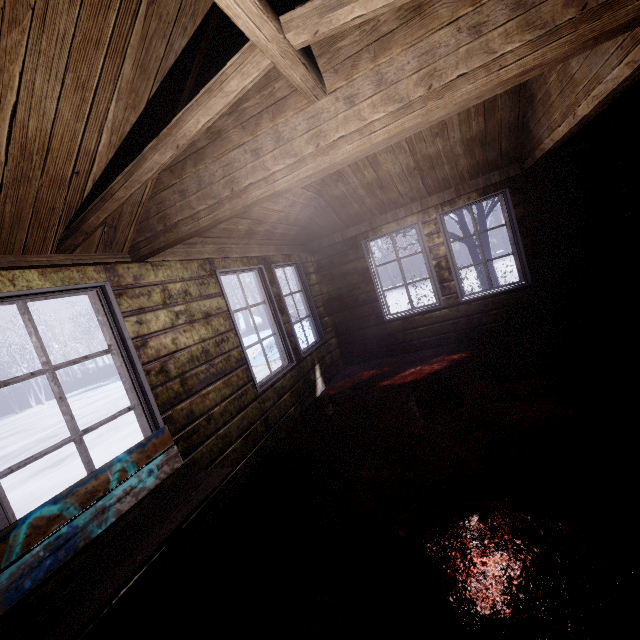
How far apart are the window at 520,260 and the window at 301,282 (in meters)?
2.08

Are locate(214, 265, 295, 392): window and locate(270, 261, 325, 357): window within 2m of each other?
yes

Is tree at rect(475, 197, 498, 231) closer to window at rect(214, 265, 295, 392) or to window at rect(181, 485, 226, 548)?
window at rect(214, 265, 295, 392)

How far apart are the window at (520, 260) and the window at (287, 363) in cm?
252

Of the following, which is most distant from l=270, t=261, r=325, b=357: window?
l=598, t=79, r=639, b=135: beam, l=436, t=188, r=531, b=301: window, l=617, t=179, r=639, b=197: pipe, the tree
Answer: l=617, t=179, r=639, b=197: pipe

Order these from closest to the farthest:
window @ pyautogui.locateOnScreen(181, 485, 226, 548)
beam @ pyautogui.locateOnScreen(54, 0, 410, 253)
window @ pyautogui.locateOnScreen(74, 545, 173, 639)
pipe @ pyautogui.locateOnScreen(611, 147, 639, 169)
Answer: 1. beam @ pyautogui.locateOnScreen(54, 0, 410, 253)
2. window @ pyautogui.locateOnScreen(74, 545, 173, 639)
3. window @ pyautogui.locateOnScreen(181, 485, 226, 548)
4. pipe @ pyautogui.locateOnScreen(611, 147, 639, 169)

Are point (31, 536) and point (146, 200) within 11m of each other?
yes

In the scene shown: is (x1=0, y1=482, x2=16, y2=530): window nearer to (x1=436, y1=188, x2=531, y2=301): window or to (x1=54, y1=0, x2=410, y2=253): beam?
(x1=54, y1=0, x2=410, y2=253): beam
